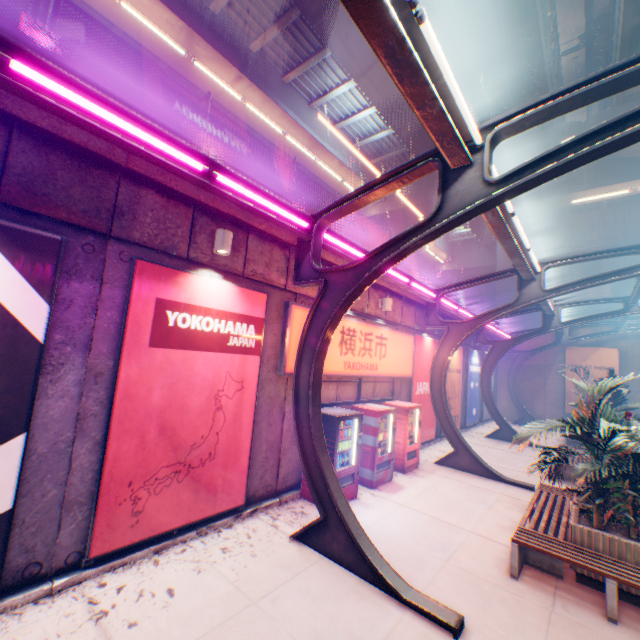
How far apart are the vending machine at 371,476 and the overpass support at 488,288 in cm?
3768

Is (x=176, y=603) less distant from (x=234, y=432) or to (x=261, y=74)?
(x=234, y=432)

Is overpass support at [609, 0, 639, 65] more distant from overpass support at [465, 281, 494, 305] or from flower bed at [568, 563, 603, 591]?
flower bed at [568, 563, 603, 591]

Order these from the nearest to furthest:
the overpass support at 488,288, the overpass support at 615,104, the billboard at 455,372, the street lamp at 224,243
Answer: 1. the street lamp at 224,243
2. the overpass support at 615,104
3. the billboard at 455,372
4. the overpass support at 488,288

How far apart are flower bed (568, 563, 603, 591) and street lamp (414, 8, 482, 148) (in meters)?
6.32

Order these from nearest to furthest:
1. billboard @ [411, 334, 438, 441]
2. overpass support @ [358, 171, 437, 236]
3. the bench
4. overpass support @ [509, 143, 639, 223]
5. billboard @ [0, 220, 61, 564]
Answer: billboard @ [0, 220, 61, 564], the bench, billboard @ [411, 334, 438, 441], overpass support @ [509, 143, 639, 223], overpass support @ [358, 171, 437, 236]

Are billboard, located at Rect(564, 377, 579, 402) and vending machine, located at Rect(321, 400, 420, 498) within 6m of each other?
no

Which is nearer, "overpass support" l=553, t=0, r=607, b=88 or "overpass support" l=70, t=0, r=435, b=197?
"overpass support" l=70, t=0, r=435, b=197
